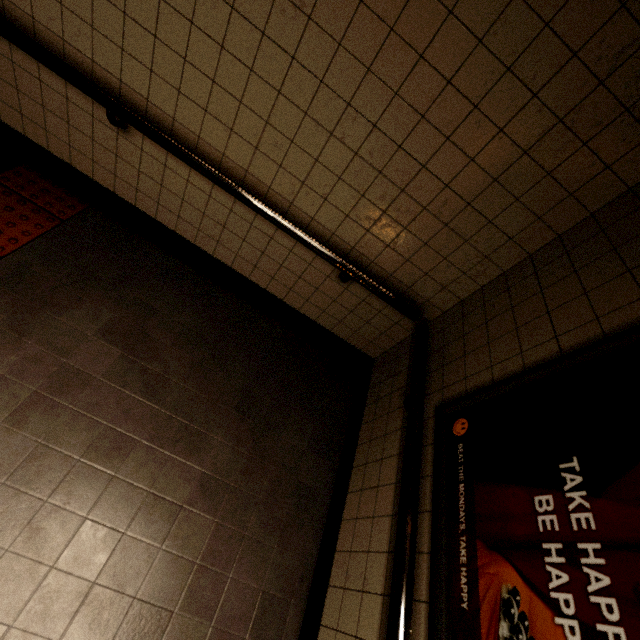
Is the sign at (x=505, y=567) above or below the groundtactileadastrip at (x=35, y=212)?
above

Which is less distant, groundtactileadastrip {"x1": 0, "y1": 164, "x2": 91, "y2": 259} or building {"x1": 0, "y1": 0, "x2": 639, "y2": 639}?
building {"x1": 0, "y1": 0, "x2": 639, "y2": 639}

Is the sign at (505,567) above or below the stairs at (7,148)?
above

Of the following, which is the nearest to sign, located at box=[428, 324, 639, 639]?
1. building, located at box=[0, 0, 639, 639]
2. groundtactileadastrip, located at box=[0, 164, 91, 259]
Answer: building, located at box=[0, 0, 639, 639]

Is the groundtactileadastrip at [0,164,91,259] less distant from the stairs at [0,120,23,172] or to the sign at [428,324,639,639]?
the stairs at [0,120,23,172]

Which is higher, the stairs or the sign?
the sign

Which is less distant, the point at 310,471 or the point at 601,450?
the point at 601,450

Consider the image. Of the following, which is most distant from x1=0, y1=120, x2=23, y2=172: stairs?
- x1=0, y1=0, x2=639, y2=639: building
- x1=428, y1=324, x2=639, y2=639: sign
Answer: x1=428, y1=324, x2=639, y2=639: sign
